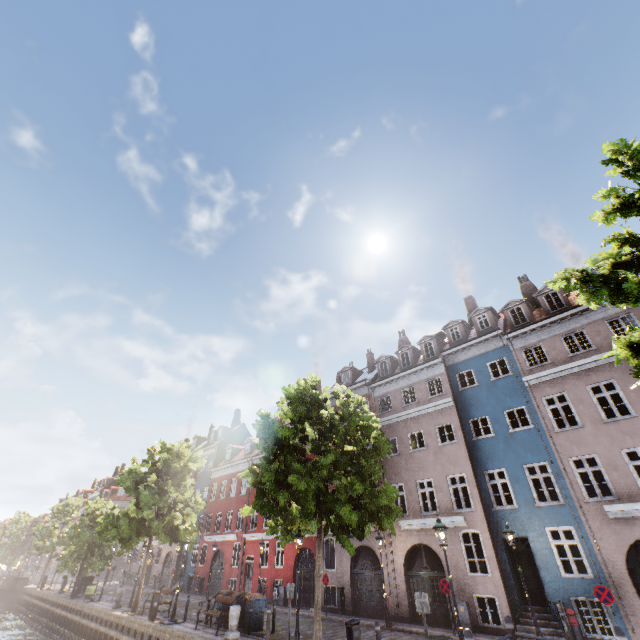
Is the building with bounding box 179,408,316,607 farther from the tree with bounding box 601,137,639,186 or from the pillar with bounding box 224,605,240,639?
the pillar with bounding box 224,605,240,639

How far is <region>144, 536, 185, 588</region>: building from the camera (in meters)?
34.22

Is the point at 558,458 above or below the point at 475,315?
below

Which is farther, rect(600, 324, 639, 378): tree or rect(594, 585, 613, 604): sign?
rect(594, 585, 613, 604): sign

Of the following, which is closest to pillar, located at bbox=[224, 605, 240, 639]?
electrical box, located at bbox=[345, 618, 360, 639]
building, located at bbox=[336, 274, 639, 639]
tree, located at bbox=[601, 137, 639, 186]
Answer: tree, located at bbox=[601, 137, 639, 186]

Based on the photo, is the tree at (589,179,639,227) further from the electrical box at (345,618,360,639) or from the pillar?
the pillar

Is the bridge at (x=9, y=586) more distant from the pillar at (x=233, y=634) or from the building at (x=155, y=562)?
the pillar at (x=233, y=634)

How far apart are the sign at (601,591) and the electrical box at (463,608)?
5.9m
